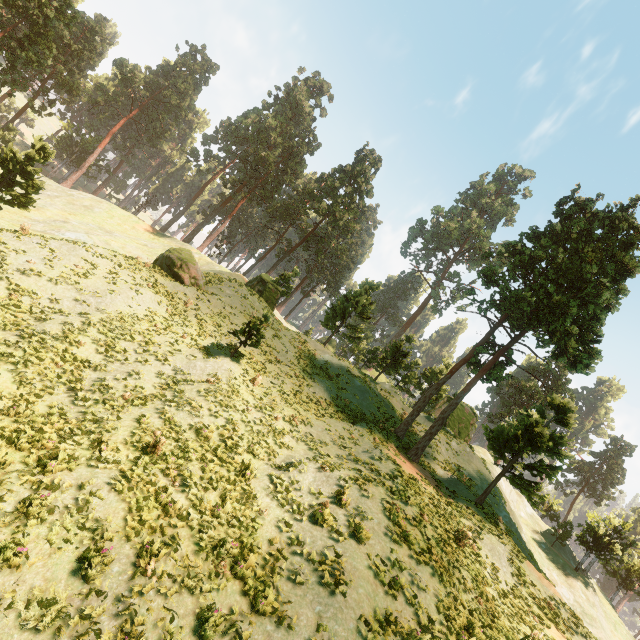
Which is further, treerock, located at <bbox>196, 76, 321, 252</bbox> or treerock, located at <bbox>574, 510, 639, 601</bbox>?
treerock, located at <bbox>196, 76, 321, 252</bbox>

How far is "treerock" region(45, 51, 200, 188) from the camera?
54.6m

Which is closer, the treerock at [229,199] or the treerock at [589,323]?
the treerock at [589,323]

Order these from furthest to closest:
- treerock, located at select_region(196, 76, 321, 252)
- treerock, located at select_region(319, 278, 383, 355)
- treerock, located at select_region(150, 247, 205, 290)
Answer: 1. treerock, located at select_region(196, 76, 321, 252)
2. treerock, located at select_region(319, 278, 383, 355)
3. treerock, located at select_region(150, 247, 205, 290)

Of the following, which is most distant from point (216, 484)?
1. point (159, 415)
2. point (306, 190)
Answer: point (306, 190)

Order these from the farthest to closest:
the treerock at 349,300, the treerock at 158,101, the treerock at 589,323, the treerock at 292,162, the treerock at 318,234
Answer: the treerock at 158,101
the treerock at 292,162
the treerock at 318,234
the treerock at 349,300
the treerock at 589,323
